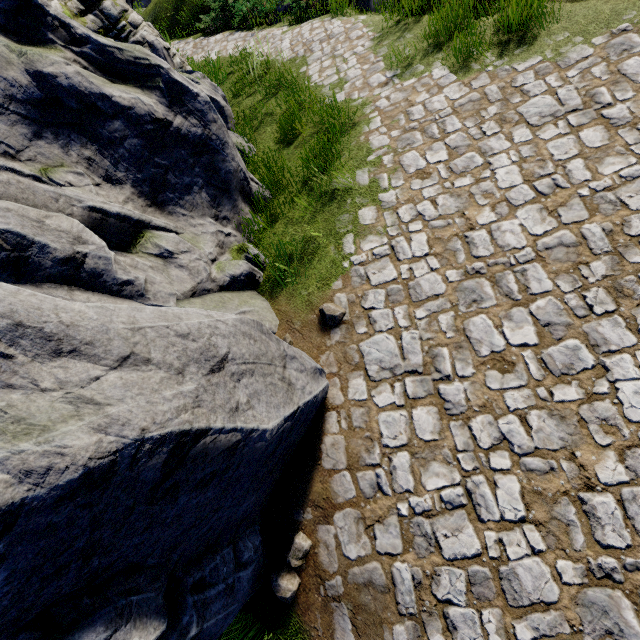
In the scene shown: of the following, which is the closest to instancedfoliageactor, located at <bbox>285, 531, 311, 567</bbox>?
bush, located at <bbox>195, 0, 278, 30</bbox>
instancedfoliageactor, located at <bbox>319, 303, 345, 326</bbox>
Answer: instancedfoliageactor, located at <bbox>319, 303, 345, 326</bbox>

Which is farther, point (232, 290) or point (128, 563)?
point (232, 290)

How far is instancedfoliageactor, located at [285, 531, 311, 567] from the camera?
3.18m

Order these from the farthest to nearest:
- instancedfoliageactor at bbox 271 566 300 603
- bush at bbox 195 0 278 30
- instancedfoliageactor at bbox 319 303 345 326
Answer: bush at bbox 195 0 278 30 → instancedfoliageactor at bbox 319 303 345 326 → instancedfoliageactor at bbox 271 566 300 603

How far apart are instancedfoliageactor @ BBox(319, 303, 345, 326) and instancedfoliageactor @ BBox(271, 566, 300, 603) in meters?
2.3 m

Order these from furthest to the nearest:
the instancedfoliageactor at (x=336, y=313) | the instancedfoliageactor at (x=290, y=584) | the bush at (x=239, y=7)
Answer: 1. the bush at (x=239, y=7)
2. the instancedfoliageactor at (x=336, y=313)
3. the instancedfoliageactor at (x=290, y=584)

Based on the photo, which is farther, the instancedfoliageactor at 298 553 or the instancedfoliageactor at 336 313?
the instancedfoliageactor at 336 313
